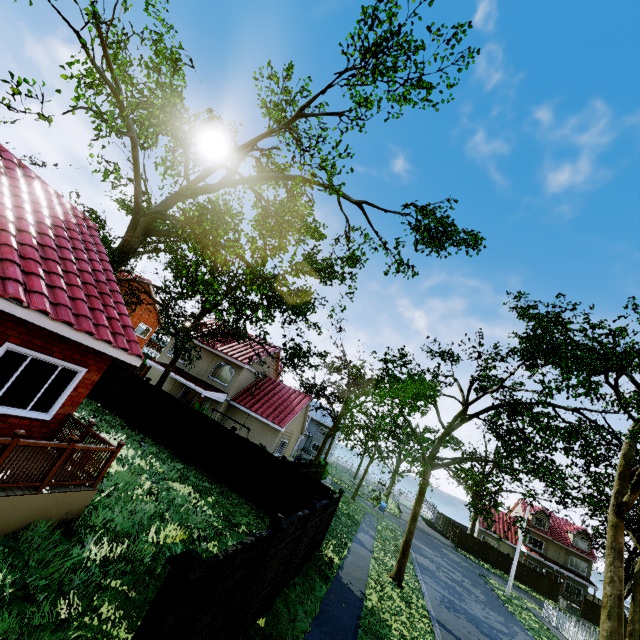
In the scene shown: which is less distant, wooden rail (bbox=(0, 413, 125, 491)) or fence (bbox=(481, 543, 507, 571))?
A: wooden rail (bbox=(0, 413, 125, 491))

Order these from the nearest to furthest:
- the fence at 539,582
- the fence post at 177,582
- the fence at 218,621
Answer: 1. the fence post at 177,582
2. the fence at 218,621
3. the fence at 539,582

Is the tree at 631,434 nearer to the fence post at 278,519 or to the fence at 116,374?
the fence at 116,374

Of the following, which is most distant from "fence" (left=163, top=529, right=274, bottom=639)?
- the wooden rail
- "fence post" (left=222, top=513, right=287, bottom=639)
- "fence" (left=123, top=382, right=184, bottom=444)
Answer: the wooden rail

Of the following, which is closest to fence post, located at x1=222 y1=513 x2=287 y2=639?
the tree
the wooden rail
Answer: the wooden rail

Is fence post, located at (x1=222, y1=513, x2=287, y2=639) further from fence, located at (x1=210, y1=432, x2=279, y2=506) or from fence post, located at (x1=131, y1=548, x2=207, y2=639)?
fence post, located at (x1=131, y1=548, x2=207, y2=639)

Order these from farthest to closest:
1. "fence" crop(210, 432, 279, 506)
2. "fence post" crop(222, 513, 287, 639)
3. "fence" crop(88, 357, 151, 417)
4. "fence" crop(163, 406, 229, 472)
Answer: "fence" crop(88, 357, 151, 417)
"fence" crop(163, 406, 229, 472)
"fence" crop(210, 432, 279, 506)
"fence post" crop(222, 513, 287, 639)

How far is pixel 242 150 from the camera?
19.0m
